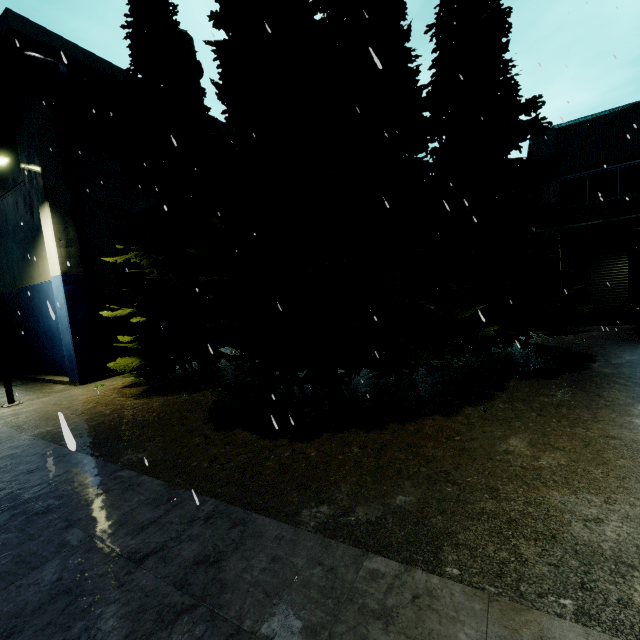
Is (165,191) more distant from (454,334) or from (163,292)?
Answer: (454,334)

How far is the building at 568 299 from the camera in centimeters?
1642cm

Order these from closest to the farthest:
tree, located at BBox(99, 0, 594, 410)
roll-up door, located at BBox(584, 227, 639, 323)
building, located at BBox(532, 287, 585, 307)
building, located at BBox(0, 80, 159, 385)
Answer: tree, located at BBox(99, 0, 594, 410) < building, located at BBox(0, 80, 159, 385) < roll-up door, located at BBox(584, 227, 639, 323) < building, located at BBox(532, 287, 585, 307)

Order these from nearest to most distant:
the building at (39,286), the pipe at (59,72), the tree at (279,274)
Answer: the tree at (279,274), the pipe at (59,72), the building at (39,286)

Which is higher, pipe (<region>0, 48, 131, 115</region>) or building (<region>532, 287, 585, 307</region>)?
pipe (<region>0, 48, 131, 115</region>)

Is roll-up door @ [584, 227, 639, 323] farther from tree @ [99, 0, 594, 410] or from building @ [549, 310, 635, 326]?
tree @ [99, 0, 594, 410]

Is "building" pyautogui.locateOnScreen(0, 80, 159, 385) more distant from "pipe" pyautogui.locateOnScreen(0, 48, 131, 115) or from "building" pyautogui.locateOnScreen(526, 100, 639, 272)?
"building" pyautogui.locateOnScreen(526, 100, 639, 272)

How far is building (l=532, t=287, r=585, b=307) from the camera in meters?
16.4
